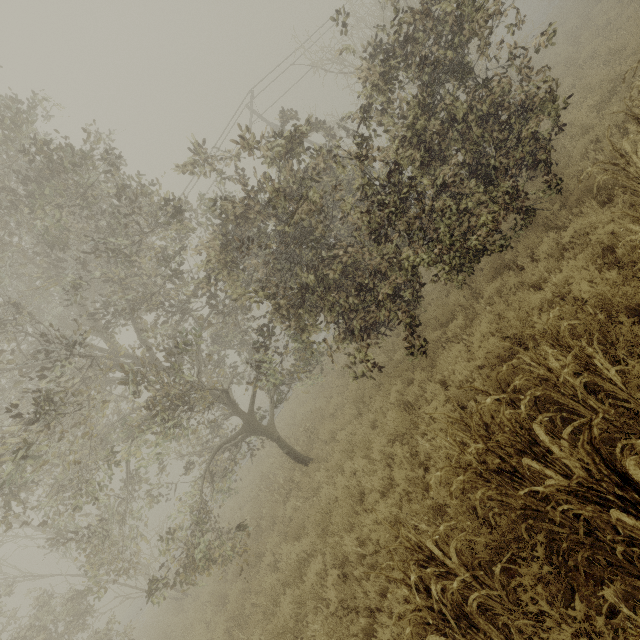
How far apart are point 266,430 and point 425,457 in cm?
603
